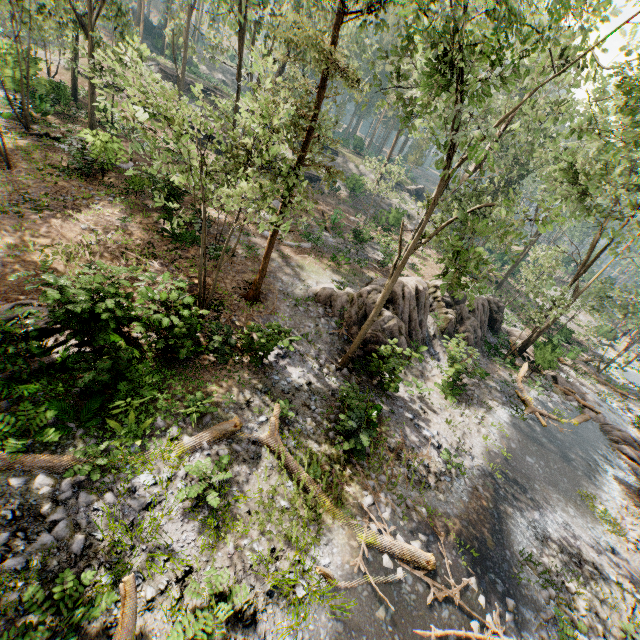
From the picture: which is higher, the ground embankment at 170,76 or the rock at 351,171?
the ground embankment at 170,76

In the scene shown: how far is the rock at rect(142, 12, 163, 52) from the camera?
53.66m

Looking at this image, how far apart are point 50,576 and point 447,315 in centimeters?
2173cm

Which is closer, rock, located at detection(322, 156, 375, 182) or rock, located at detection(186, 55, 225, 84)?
rock, located at detection(322, 156, 375, 182)

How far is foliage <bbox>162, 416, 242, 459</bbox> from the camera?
9.0 meters

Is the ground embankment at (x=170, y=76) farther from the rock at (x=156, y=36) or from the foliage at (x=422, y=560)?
the rock at (x=156, y=36)

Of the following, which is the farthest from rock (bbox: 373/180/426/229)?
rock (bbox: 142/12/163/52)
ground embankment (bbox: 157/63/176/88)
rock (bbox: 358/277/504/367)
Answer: rock (bbox: 142/12/163/52)

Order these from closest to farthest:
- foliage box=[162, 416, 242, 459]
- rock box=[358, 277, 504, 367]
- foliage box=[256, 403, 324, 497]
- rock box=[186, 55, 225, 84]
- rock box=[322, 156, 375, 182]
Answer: foliage box=[162, 416, 242, 459] → foliage box=[256, 403, 324, 497] → rock box=[358, 277, 504, 367] → rock box=[322, 156, 375, 182] → rock box=[186, 55, 225, 84]
